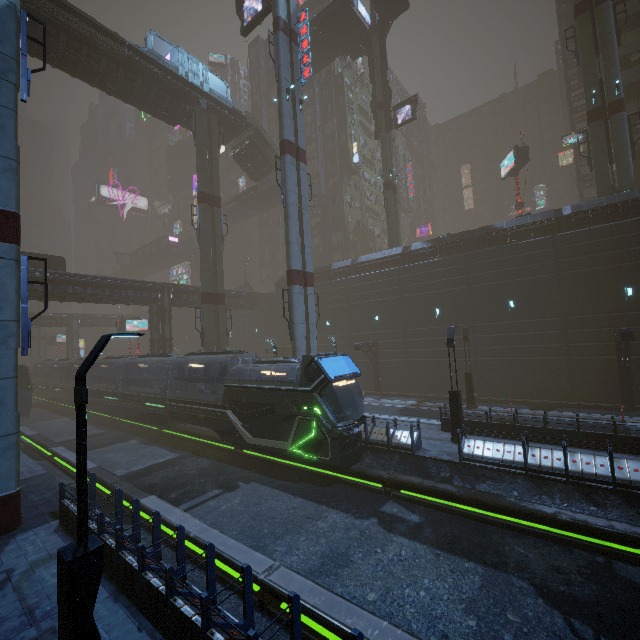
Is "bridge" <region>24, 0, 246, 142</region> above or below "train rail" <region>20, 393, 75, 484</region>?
above

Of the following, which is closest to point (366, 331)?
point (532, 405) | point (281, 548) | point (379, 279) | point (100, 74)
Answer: point (379, 279)

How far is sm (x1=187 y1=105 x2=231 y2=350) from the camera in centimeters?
2783cm

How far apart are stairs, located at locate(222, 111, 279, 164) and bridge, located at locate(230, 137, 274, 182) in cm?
1

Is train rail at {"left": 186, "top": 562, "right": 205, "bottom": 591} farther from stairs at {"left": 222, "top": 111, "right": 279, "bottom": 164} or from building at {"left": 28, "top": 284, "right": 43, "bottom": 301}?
stairs at {"left": 222, "top": 111, "right": 279, "bottom": 164}

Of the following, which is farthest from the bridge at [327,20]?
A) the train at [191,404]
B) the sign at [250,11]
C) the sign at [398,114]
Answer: the train at [191,404]

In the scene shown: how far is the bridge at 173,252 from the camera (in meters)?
56.34
